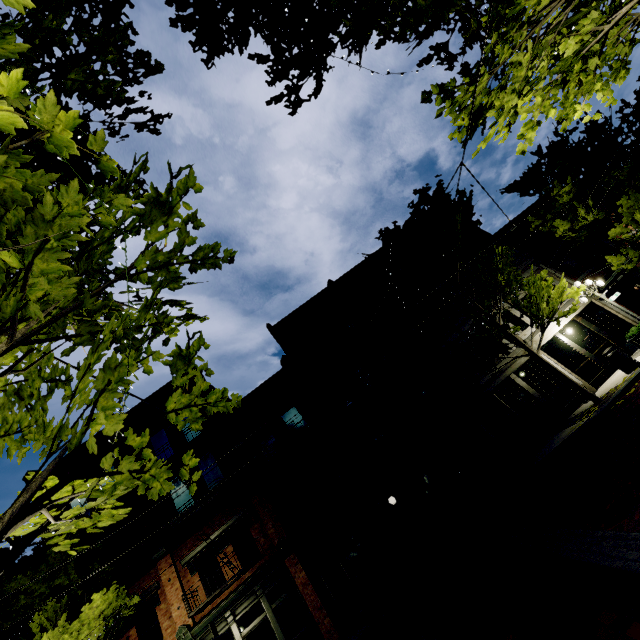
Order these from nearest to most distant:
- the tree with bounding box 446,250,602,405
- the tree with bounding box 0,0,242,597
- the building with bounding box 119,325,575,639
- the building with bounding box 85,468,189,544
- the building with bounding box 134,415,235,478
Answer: the tree with bounding box 0,0,242,597
the tree with bounding box 446,250,602,405
the building with bounding box 119,325,575,639
the building with bounding box 85,468,189,544
the building with bounding box 134,415,235,478

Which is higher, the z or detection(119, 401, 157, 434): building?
detection(119, 401, 157, 434): building

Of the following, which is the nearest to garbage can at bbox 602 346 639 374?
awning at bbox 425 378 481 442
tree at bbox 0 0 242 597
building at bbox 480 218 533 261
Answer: tree at bbox 0 0 242 597

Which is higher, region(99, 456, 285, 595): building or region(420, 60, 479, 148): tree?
region(99, 456, 285, 595): building

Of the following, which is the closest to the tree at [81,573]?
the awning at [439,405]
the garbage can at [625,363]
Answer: the awning at [439,405]

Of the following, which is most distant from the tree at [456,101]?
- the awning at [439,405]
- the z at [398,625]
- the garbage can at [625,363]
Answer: the garbage can at [625,363]

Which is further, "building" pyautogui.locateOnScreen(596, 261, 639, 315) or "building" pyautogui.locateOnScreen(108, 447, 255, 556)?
"building" pyautogui.locateOnScreen(596, 261, 639, 315)

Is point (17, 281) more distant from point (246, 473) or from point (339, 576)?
point (339, 576)
